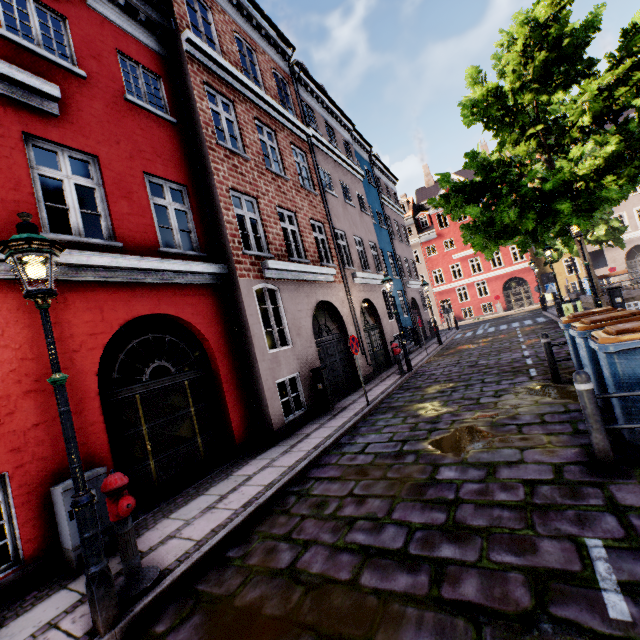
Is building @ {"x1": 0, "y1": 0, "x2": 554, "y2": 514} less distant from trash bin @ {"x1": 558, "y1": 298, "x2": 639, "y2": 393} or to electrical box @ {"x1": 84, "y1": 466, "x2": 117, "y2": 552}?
electrical box @ {"x1": 84, "y1": 466, "x2": 117, "y2": 552}

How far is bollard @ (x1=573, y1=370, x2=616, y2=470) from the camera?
3.6 meters

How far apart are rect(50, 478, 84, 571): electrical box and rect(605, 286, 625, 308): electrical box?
16.5m

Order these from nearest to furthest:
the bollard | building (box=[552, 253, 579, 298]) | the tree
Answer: the bollard
the tree
building (box=[552, 253, 579, 298])

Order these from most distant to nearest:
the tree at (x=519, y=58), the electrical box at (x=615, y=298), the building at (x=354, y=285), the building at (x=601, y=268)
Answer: the building at (x=601, y=268) → the electrical box at (x=615, y=298) → the tree at (x=519, y=58) → the building at (x=354, y=285)

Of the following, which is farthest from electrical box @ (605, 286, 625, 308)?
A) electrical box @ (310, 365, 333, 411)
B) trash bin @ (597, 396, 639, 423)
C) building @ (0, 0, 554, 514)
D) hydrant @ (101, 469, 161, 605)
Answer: hydrant @ (101, 469, 161, 605)

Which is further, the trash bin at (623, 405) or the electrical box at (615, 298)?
the electrical box at (615, 298)

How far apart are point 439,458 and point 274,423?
4.1m
